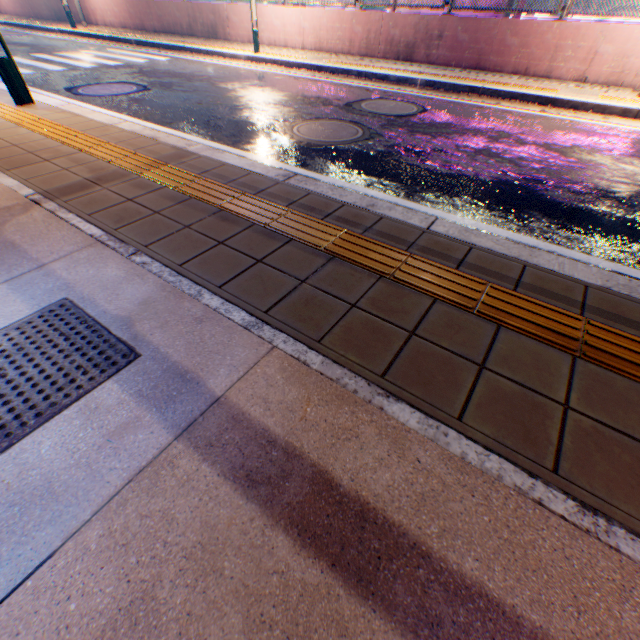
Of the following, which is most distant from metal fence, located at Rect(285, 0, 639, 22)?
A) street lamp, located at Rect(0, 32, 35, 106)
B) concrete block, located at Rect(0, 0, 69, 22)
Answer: street lamp, located at Rect(0, 32, 35, 106)

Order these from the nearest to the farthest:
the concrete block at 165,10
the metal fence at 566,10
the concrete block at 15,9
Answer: the metal fence at 566,10 < the concrete block at 165,10 < the concrete block at 15,9

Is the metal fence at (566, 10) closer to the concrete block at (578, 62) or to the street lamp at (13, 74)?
the concrete block at (578, 62)

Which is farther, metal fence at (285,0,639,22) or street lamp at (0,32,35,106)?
metal fence at (285,0,639,22)

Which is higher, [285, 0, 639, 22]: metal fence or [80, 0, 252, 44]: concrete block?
[285, 0, 639, 22]: metal fence

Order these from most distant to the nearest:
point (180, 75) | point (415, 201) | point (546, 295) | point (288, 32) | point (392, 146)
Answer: point (288, 32), point (180, 75), point (392, 146), point (415, 201), point (546, 295)

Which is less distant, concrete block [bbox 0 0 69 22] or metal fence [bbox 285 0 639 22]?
metal fence [bbox 285 0 639 22]

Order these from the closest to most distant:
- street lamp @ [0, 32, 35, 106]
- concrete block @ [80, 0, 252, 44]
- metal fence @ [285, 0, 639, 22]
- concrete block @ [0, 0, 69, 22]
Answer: street lamp @ [0, 32, 35, 106] < metal fence @ [285, 0, 639, 22] < concrete block @ [80, 0, 252, 44] < concrete block @ [0, 0, 69, 22]
